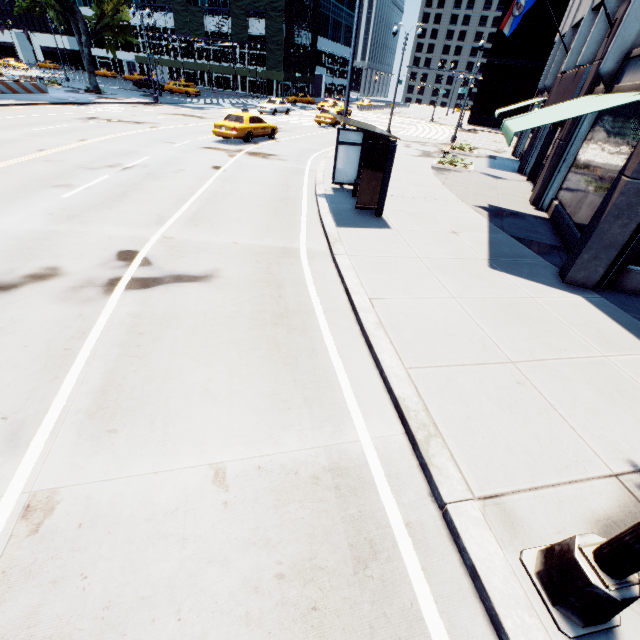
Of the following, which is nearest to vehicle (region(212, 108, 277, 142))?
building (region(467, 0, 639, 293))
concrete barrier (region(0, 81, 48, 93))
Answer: building (region(467, 0, 639, 293))

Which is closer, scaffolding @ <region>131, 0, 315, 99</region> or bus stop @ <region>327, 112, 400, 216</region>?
bus stop @ <region>327, 112, 400, 216</region>

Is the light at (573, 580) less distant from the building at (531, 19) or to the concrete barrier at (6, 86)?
the building at (531, 19)

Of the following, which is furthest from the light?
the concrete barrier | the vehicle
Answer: the concrete barrier

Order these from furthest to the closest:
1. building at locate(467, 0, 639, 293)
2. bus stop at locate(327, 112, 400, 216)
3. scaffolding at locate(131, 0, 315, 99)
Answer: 1. scaffolding at locate(131, 0, 315, 99)
2. bus stop at locate(327, 112, 400, 216)
3. building at locate(467, 0, 639, 293)

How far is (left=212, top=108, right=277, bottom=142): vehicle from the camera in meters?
18.8 m

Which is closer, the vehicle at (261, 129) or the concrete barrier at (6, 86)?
the vehicle at (261, 129)

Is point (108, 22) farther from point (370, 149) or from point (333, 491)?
point (333, 491)
